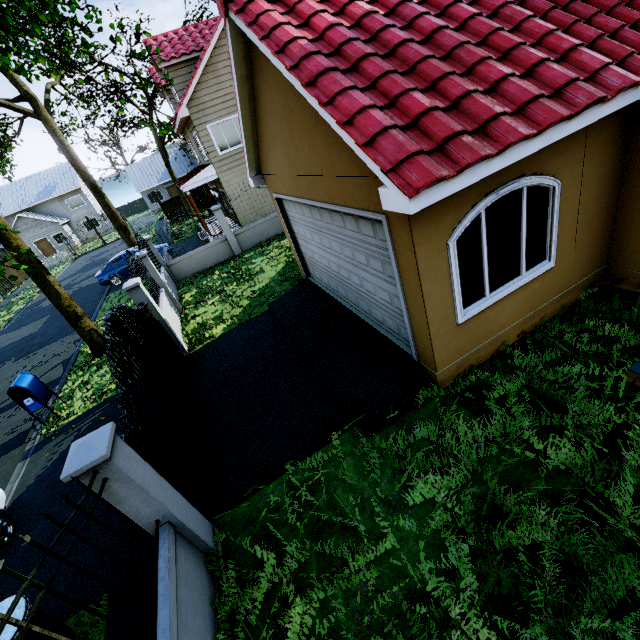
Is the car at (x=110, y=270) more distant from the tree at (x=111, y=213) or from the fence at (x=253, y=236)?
the tree at (x=111, y=213)

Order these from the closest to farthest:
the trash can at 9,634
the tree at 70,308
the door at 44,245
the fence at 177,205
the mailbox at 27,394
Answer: the trash can at 9,634 < the tree at 70,308 < the mailbox at 27,394 < the fence at 177,205 < the door at 44,245

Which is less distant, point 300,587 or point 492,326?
point 300,587

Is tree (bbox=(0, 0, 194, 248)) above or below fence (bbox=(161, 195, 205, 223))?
above

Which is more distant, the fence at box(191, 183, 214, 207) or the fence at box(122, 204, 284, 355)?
the fence at box(191, 183, 214, 207)

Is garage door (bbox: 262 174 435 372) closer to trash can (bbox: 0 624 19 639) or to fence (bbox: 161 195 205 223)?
fence (bbox: 161 195 205 223)

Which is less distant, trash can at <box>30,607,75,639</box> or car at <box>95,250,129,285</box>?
trash can at <box>30,607,75,639</box>

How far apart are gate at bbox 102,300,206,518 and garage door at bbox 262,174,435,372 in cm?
398
